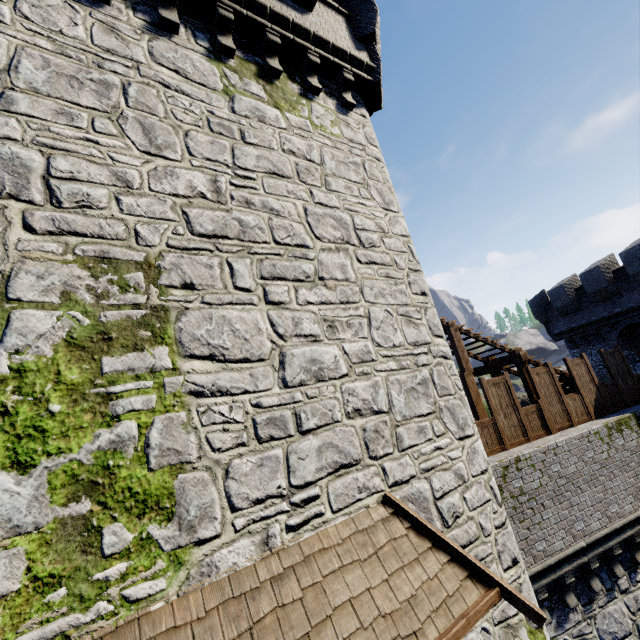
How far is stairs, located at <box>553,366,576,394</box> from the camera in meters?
12.0 m

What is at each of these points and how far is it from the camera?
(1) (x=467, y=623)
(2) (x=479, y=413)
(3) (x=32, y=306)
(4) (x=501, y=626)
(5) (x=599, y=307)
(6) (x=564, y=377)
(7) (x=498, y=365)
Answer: (1) awning, 3.6 meters
(2) wooden post, 10.6 meters
(3) building, 3.2 meters
(4) building, 4.8 meters
(5) building, 18.3 meters
(6) stairs, 12.1 meters
(7) stairs, 12.8 meters

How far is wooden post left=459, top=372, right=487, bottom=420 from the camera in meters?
10.6

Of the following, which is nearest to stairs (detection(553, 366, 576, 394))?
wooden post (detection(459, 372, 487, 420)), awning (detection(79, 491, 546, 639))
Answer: wooden post (detection(459, 372, 487, 420))

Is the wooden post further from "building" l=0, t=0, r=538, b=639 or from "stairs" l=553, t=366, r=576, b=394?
"building" l=0, t=0, r=538, b=639

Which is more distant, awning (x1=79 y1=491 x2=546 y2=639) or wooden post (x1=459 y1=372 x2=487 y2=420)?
wooden post (x1=459 y1=372 x2=487 y2=420)

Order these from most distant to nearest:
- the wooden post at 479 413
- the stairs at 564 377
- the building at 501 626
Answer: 1. the stairs at 564 377
2. the wooden post at 479 413
3. the building at 501 626

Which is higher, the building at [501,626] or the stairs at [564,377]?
the stairs at [564,377]
